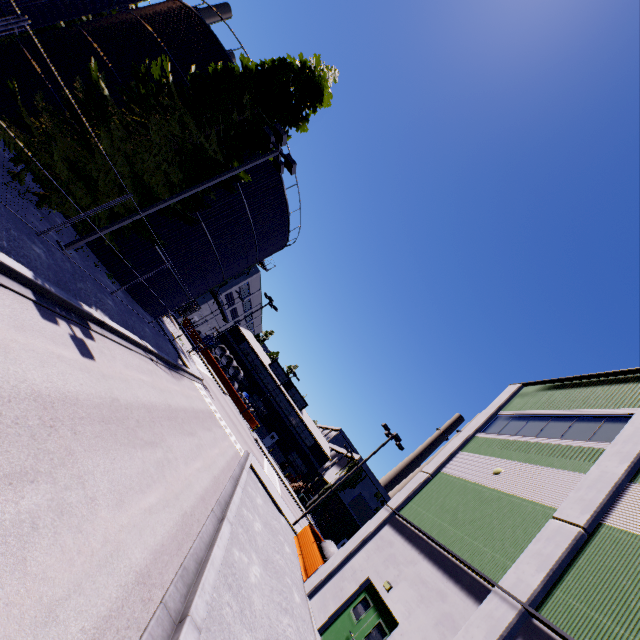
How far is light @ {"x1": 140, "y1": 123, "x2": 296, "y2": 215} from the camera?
13.4 meters

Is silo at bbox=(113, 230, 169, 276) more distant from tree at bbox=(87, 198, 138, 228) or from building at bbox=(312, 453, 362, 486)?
building at bbox=(312, 453, 362, 486)

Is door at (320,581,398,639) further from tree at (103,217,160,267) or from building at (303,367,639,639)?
tree at (103,217,160,267)

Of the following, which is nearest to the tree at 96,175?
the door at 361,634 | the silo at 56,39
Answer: the silo at 56,39

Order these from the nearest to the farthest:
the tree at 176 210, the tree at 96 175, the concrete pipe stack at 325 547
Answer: the tree at 96 175 → the tree at 176 210 → the concrete pipe stack at 325 547

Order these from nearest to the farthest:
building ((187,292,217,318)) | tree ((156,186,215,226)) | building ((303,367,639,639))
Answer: building ((303,367,639,639)) < tree ((156,186,215,226)) < building ((187,292,217,318))

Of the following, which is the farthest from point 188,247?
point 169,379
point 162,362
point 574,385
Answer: point 574,385
